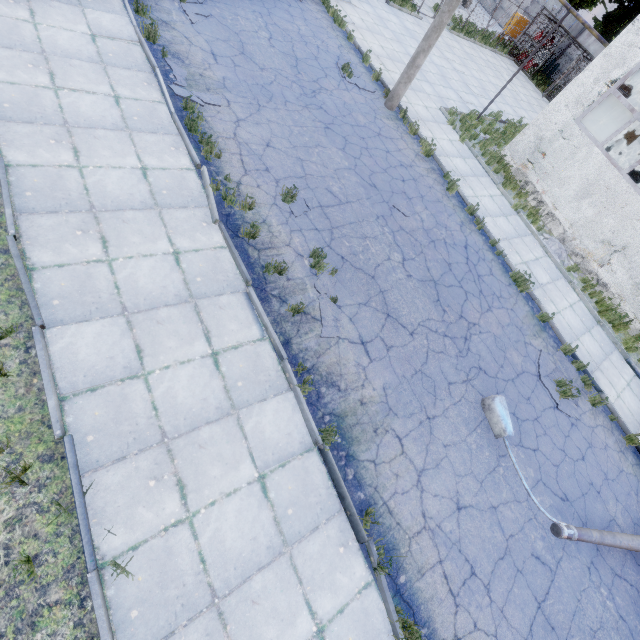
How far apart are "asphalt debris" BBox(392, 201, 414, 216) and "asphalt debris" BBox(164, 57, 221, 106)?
5.1 meters

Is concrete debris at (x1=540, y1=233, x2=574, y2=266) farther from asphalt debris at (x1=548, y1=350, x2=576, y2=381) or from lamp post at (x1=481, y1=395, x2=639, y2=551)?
lamp post at (x1=481, y1=395, x2=639, y2=551)

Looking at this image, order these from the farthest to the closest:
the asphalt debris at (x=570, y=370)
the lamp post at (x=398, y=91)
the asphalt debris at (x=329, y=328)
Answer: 1. the lamp post at (x=398, y=91)
2. the asphalt debris at (x=570, y=370)
3. the asphalt debris at (x=329, y=328)

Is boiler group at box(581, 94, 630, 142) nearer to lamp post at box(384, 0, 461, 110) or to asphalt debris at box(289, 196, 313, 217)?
lamp post at box(384, 0, 461, 110)

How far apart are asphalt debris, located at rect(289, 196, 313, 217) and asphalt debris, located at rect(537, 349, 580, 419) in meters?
7.3

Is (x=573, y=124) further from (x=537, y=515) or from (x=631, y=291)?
(x=537, y=515)

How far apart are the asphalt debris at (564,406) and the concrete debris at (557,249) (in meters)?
4.07

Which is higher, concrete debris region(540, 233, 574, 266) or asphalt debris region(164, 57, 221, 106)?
concrete debris region(540, 233, 574, 266)
